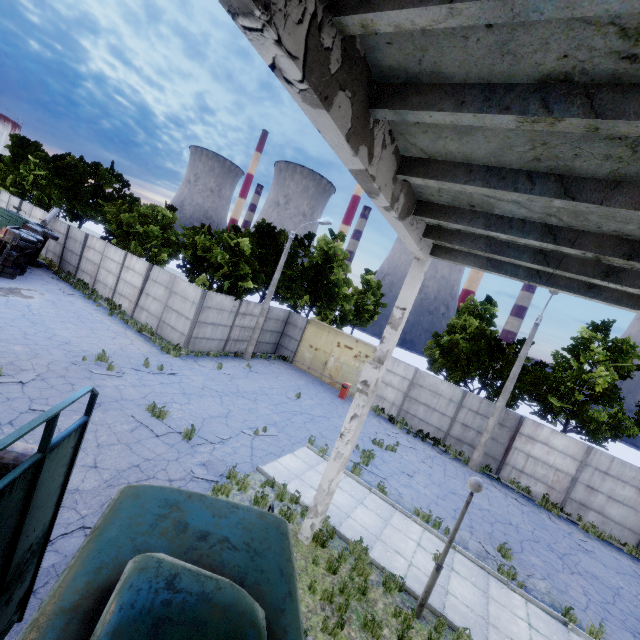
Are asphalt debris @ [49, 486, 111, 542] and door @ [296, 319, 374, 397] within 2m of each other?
no

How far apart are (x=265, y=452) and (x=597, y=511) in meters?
16.6 m

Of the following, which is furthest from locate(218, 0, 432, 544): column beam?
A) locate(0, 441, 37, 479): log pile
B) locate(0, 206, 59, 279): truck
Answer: locate(0, 206, 59, 279): truck

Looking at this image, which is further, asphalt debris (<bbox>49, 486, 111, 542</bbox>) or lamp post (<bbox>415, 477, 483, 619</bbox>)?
lamp post (<bbox>415, 477, 483, 619</bbox>)

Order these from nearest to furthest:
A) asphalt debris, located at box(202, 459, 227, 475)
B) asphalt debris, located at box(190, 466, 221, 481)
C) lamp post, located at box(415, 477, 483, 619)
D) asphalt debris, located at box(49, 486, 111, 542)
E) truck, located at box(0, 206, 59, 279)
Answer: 1. asphalt debris, located at box(49, 486, 111, 542)
2. lamp post, located at box(415, 477, 483, 619)
3. asphalt debris, located at box(190, 466, 221, 481)
4. asphalt debris, located at box(202, 459, 227, 475)
5. truck, located at box(0, 206, 59, 279)

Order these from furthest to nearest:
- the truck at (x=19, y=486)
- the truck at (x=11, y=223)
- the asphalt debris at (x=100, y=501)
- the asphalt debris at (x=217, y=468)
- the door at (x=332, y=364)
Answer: the door at (x=332, y=364)
the truck at (x=11, y=223)
the asphalt debris at (x=217, y=468)
the asphalt debris at (x=100, y=501)
the truck at (x=19, y=486)

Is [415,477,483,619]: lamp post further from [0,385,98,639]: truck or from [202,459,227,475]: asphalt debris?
[202,459,227,475]: asphalt debris

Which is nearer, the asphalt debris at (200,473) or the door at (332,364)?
the asphalt debris at (200,473)
